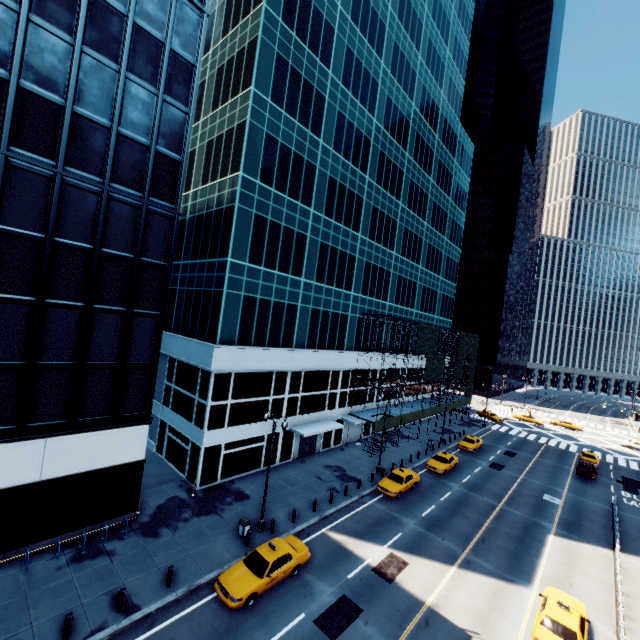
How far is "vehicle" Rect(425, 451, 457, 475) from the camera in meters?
32.8

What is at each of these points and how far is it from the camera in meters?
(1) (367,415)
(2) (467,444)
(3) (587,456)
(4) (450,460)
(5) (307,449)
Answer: (1) scaffolding, 37.5 m
(2) vehicle, 41.5 m
(3) vehicle, 42.3 m
(4) vehicle, 34.4 m
(5) door, 33.1 m

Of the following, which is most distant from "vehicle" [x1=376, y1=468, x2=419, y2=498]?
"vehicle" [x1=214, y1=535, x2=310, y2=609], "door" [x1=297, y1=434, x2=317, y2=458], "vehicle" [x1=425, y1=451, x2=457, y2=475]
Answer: "vehicle" [x1=214, y1=535, x2=310, y2=609]

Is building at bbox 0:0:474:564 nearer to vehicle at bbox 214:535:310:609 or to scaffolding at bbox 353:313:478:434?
scaffolding at bbox 353:313:478:434

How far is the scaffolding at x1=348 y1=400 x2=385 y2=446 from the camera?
35.19m

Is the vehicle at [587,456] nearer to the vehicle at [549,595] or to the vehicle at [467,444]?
the vehicle at [467,444]

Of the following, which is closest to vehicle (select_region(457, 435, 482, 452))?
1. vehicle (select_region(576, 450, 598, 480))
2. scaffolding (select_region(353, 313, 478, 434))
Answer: scaffolding (select_region(353, 313, 478, 434))

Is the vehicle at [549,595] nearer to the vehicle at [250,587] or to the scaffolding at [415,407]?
the vehicle at [250,587]
